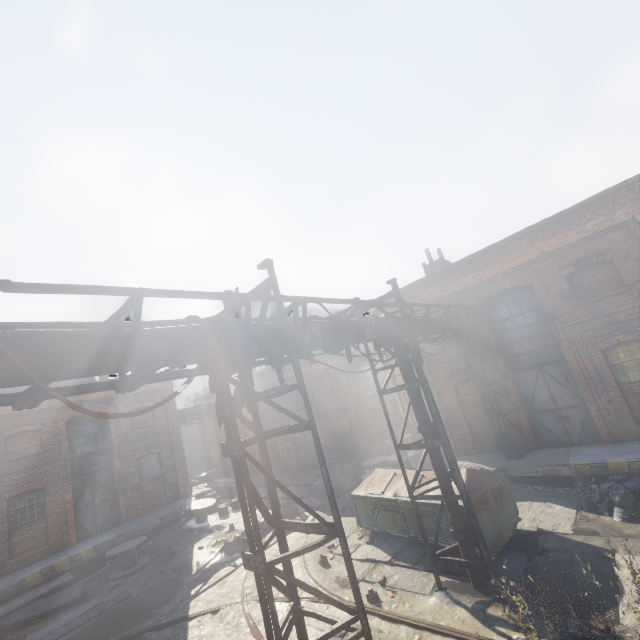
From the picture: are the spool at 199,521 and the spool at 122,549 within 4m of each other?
yes

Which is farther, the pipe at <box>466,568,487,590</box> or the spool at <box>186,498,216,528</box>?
the spool at <box>186,498,216,528</box>

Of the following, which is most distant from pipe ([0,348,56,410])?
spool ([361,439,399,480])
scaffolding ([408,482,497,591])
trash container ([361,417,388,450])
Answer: trash container ([361,417,388,450])

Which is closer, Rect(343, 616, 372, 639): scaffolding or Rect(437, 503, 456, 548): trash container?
Rect(343, 616, 372, 639): scaffolding

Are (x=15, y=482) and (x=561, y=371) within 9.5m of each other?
no

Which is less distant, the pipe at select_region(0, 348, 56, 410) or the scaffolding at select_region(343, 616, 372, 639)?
the pipe at select_region(0, 348, 56, 410)

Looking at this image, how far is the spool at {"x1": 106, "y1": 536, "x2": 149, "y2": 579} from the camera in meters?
13.5

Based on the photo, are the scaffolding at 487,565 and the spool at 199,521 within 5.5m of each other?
no
